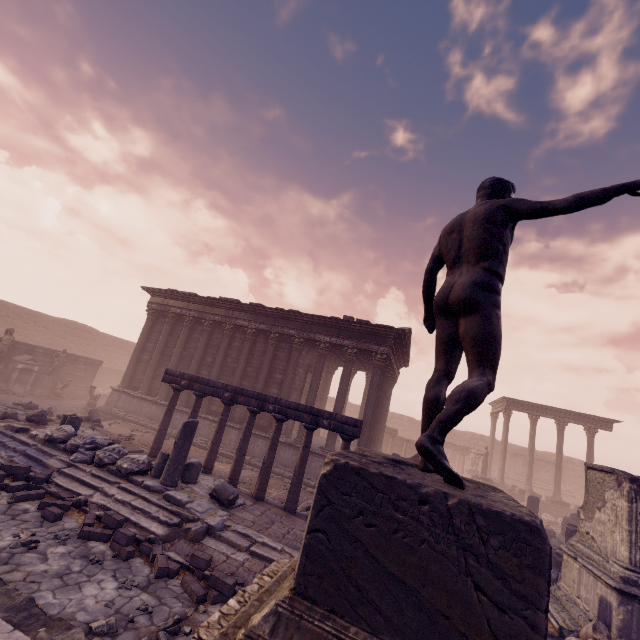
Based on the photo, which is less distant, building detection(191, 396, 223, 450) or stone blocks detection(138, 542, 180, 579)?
stone blocks detection(138, 542, 180, 579)

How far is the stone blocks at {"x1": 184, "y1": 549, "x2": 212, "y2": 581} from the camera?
5.9m

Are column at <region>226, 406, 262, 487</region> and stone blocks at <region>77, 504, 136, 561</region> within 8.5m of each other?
yes

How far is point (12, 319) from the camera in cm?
2508

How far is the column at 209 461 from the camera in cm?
1067

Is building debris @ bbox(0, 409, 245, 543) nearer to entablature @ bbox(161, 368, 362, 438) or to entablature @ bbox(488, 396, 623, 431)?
entablature @ bbox(161, 368, 362, 438)

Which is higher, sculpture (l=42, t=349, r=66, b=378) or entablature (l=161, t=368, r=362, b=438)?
entablature (l=161, t=368, r=362, b=438)

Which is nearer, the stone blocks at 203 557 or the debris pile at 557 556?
the stone blocks at 203 557
